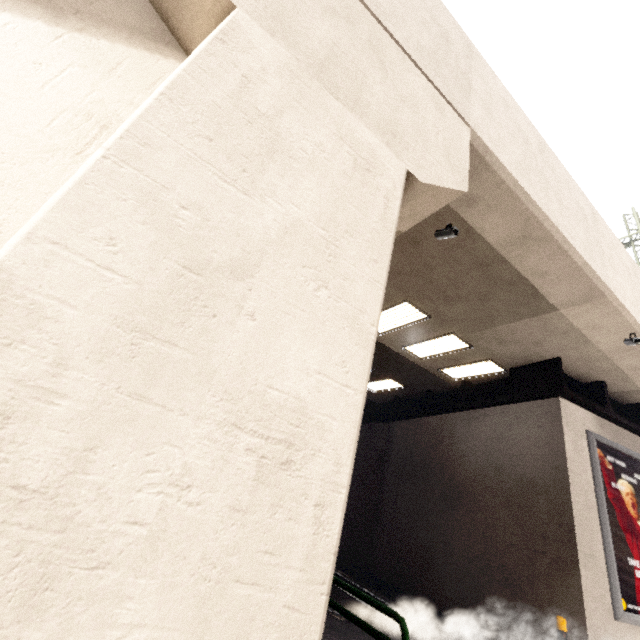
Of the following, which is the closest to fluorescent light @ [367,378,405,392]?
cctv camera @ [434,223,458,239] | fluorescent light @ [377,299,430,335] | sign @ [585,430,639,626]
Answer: fluorescent light @ [377,299,430,335]

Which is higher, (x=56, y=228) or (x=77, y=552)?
(x=56, y=228)

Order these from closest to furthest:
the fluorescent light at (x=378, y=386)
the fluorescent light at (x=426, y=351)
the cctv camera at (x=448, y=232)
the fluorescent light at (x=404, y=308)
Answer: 1. the cctv camera at (x=448, y=232)
2. the fluorescent light at (x=404, y=308)
3. the fluorescent light at (x=426, y=351)
4. the fluorescent light at (x=378, y=386)

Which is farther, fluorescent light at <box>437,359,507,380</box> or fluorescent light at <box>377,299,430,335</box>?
fluorescent light at <box>437,359,507,380</box>

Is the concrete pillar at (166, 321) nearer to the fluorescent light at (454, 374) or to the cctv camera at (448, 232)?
the cctv camera at (448, 232)

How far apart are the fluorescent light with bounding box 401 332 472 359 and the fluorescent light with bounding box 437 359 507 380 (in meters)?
0.92

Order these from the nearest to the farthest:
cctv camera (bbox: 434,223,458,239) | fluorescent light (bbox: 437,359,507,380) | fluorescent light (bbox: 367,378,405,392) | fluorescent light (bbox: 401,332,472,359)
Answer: cctv camera (bbox: 434,223,458,239) < fluorescent light (bbox: 401,332,472,359) < fluorescent light (bbox: 437,359,507,380) < fluorescent light (bbox: 367,378,405,392)

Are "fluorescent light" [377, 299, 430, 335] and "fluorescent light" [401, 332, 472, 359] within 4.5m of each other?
yes
